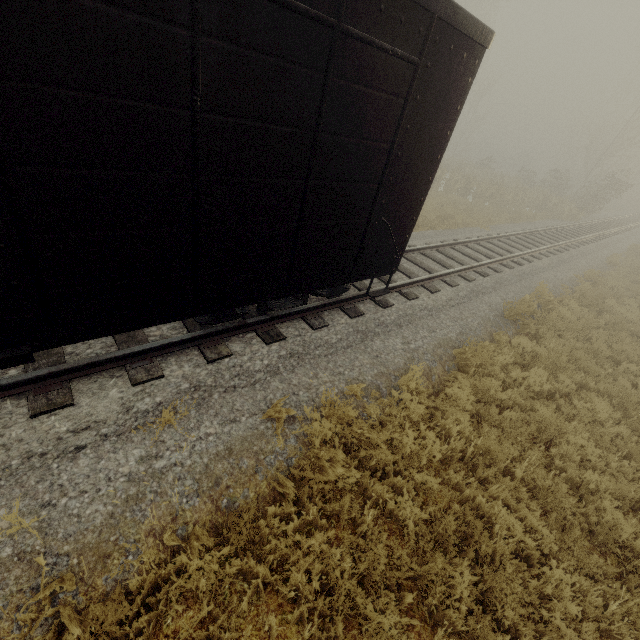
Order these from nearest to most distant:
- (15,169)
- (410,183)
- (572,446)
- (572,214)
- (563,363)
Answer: (15,169) < (410,183) < (572,446) < (563,363) < (572,214)

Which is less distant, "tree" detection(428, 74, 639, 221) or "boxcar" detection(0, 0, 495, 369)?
"boxcar" detection(0, 0, 495, 369)

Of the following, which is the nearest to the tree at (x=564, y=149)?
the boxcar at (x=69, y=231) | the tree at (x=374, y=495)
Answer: the tree at (x=374, y=495)

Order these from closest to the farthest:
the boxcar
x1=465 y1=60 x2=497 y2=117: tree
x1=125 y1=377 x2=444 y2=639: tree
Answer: the boxcar
x1=125 y1=377 x2=444 y2=639: tree
x1=465 y1=60 x2=497 y2=117: tree

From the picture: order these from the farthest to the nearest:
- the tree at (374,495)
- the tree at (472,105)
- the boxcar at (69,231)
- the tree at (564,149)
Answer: the tree at (472,105) → the tree at (564,149) → the tree at (374,495) → the boxcar at (69,231)

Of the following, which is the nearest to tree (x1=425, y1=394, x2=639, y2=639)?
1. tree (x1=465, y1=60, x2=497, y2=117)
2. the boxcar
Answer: the boxcar

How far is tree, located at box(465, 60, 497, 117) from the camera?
36.0 meters
